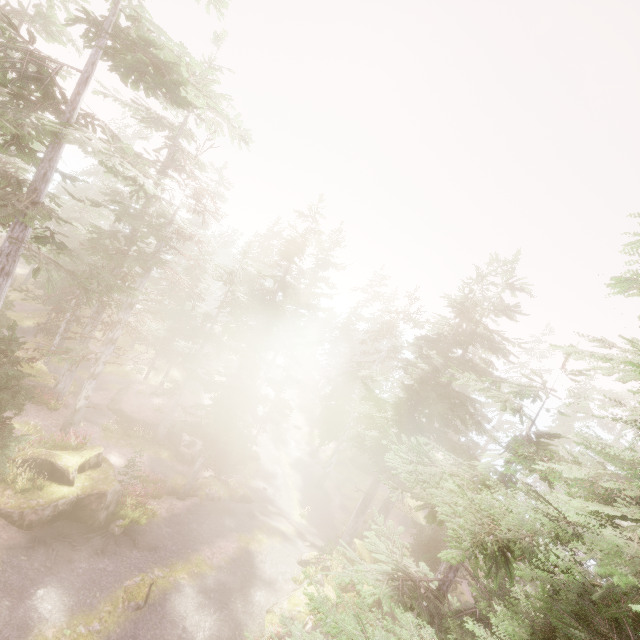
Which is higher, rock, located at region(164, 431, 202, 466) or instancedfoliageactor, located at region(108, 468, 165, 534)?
instancedfoliageactor, located at region(108, 468, 165, 534)

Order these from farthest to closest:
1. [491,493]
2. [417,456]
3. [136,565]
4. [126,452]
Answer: [126,452] → [417,456] → [136,565] → [491,493]

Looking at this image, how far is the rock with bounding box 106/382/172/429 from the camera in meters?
26.0 m

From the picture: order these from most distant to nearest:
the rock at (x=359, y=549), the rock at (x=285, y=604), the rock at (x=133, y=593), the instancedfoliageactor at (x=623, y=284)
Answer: the rock at (x=359, y=549), the rock at (x=285, y=604), the rock at (x=133, y=593), the instancedfoliageactor at (x=623, y=284)

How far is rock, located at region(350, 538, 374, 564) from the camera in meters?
24.6 m

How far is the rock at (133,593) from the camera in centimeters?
1229cm

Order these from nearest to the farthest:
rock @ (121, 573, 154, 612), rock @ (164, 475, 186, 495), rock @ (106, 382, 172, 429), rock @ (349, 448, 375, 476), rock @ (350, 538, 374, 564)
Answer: rock @ (121, 573, 154, 612)
rock @ (164, 475, 186, 495)
rock @ (350, 538, 374, 564)
rock @ (106, 382, 172, 429)
rock @ (349, 448, 375, 476)

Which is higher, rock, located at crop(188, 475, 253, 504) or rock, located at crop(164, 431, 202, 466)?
rock, located at crop(188, 475, 253, 504)
